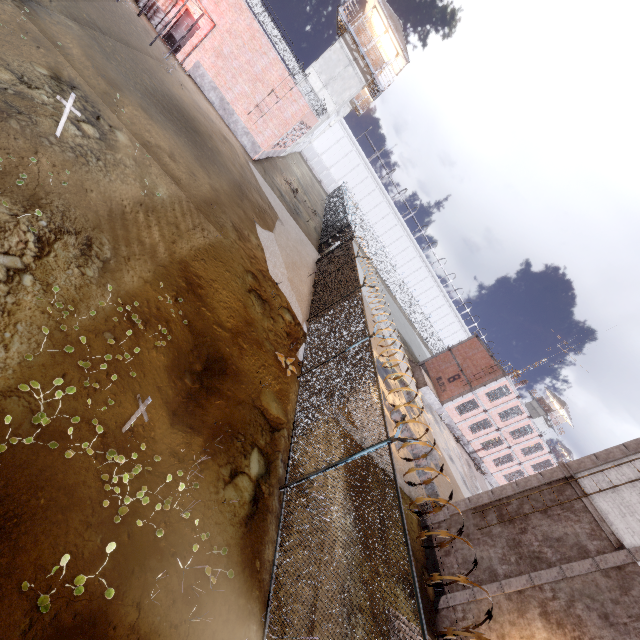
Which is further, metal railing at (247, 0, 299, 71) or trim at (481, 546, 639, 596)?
metal railing at (247, 0, 299, 71)

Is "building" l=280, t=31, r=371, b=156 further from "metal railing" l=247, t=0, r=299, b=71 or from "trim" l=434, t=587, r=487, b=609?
"trim" l=434, t=587, r=487, b=609

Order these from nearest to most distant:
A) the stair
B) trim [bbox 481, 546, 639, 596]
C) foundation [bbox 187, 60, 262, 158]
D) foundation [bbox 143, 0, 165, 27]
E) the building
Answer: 1. trim [bbox 481, 546, 639, 596]
2. foundation [bbox 143, 0, 165, 27]
3. foundation [bbox 187, 60, 262, 158]
4. the building
5. the stair

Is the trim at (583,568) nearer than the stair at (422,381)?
Yes

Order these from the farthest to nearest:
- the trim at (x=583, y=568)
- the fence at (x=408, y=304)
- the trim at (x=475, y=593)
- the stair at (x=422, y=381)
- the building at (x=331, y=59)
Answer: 1. the stair at (x=422, y=381)
2. the building at (x=331, y=59)
3. the trim at (x=475, y=593)
4. the trim at (x=583, y=568)
5. the fence at (x=408, y=304)

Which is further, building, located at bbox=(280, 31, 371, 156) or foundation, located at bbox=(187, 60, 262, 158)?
building, located at bbox=(280, 31, 371, 156)

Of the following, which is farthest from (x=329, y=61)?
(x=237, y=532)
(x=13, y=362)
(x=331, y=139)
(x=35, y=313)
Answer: (x=237, y=532)

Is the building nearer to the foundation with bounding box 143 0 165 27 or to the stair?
the foundation with bounding box 143 0 165 27
